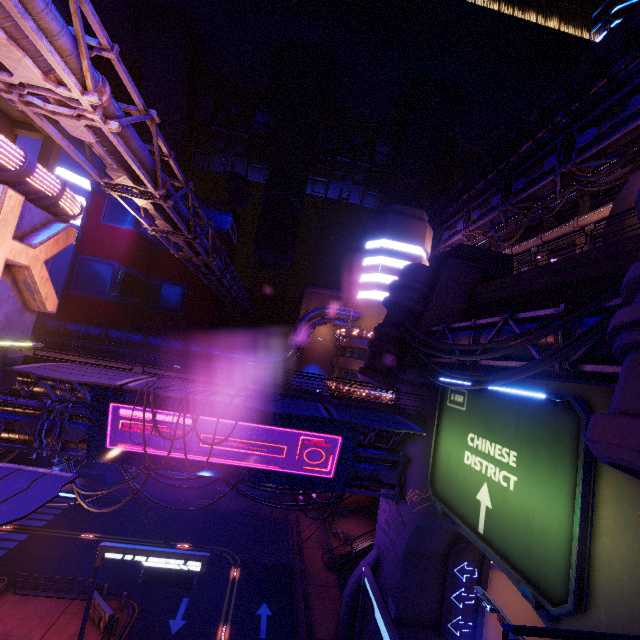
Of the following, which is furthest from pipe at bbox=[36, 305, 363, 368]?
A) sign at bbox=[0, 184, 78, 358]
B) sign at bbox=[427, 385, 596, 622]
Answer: sign at bbox=[427, 385, 596, 622]

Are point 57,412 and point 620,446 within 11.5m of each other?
no

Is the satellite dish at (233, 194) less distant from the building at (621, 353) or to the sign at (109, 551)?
the sign at (109, 551)

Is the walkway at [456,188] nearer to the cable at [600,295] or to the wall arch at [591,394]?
the cable at [600,295]

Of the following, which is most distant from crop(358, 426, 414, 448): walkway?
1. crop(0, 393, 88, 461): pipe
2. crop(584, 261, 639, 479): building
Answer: crop(584, 261, 639, 479): building

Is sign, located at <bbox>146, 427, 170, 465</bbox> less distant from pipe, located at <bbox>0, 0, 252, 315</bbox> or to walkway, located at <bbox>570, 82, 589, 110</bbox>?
pipe, located at <bbox>0, 0, 252, 315</bbox>

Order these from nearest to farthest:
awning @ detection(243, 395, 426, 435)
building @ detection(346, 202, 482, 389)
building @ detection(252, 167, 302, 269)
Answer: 1. awning @ detection(243, 395, 426, 435)
2. building @ detection(346, 202, 482, 389)
3. building @ detection(252, 167, 302, 269)

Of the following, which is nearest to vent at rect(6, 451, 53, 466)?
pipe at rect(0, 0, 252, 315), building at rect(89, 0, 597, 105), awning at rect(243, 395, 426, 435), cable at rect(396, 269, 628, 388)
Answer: building at rect(89, 0, 597, 105)
